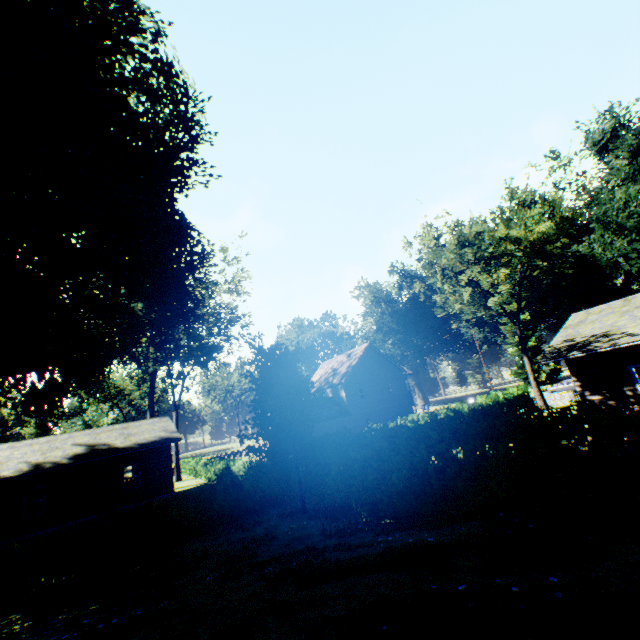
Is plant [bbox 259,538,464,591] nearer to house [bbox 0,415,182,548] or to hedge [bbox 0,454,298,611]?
hedge [bbox 0,454,298,611]

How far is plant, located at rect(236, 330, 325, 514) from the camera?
14.8 meters

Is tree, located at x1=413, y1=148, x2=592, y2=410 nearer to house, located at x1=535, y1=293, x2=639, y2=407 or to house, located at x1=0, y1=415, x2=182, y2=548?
house, located at x1=535, y1=293, x2=639, y2=407

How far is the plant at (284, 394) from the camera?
14.8m

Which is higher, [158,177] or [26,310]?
[158,177]

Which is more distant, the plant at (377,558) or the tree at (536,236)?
the tree at (536,236)

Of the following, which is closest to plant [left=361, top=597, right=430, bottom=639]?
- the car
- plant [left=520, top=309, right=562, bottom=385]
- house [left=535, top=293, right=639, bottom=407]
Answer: house [left=535, top=293, right=639, bottom=407]

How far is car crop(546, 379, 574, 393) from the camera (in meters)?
40.91
